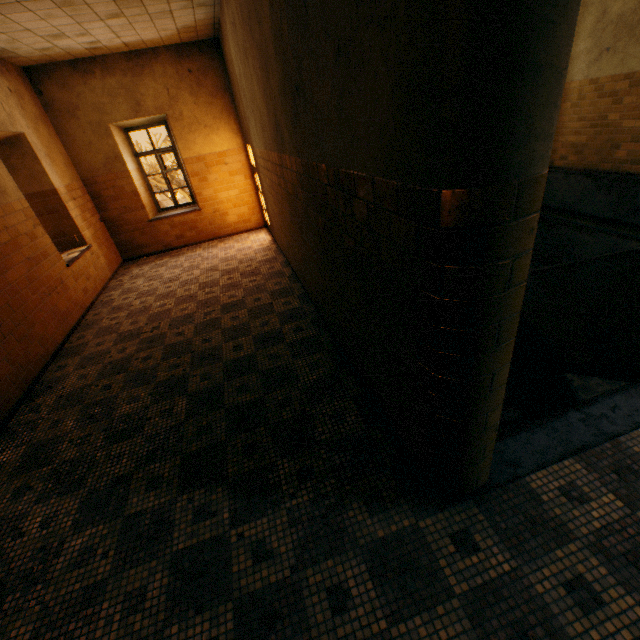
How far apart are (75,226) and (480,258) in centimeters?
773cm

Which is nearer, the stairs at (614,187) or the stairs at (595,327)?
the stairs at (595,327)

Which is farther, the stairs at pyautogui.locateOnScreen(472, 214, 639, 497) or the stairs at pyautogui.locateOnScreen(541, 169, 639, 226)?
the stairs at pyautogui.locateOnScreen(541, 169, 639, 226)
